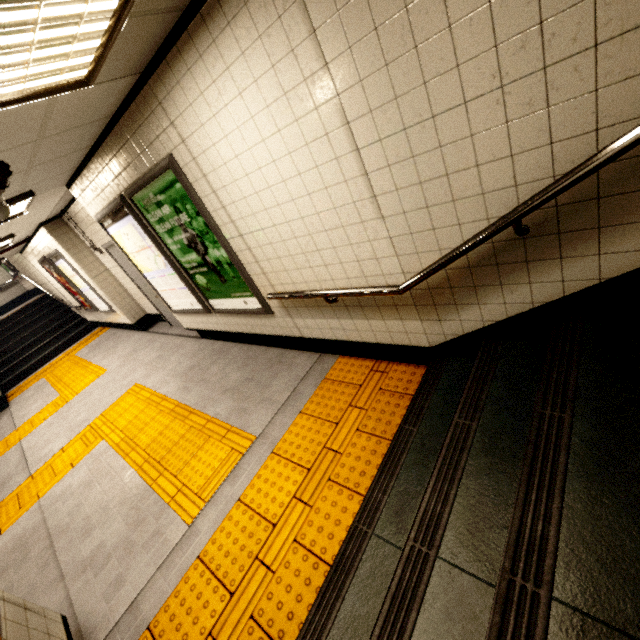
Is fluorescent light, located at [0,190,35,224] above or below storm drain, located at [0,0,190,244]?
below

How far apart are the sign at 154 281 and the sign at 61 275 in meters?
4.8 m

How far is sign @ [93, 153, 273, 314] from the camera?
3.12m

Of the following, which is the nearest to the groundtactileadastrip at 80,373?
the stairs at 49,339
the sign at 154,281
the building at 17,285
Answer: the stairs at 49,339

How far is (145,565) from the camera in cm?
260

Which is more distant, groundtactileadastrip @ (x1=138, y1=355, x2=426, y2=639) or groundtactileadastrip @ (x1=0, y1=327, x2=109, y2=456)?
groundtactileadastrip @ (x1=0, y1=327, x2=109, y2=456)

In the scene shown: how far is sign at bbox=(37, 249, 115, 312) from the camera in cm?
735

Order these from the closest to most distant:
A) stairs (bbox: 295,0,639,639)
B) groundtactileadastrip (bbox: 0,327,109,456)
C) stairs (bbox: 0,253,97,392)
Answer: stairs (bbox: 295,0,639,639), groundtactileadastrip (bbox: 0,327,109,456), stairs (bbox: 0,253,97,392)
